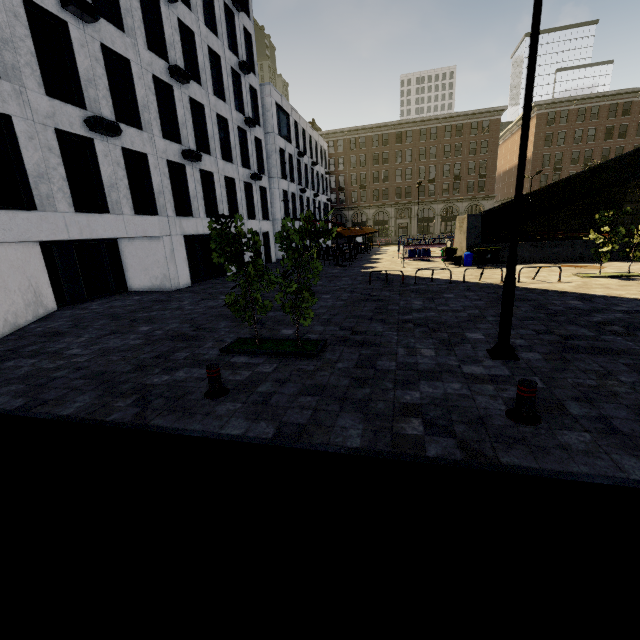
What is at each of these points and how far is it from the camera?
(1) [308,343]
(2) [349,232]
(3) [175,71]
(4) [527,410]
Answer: (1) tree, 8.02m
(2) umbrella, 23.28m
(3) air conditioner, 16.84m
(4) metal bar, 4.49m

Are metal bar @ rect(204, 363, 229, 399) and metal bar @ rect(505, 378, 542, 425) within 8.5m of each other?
yes

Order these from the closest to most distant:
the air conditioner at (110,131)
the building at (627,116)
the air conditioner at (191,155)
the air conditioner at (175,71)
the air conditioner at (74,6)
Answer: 1. the air conditioner at (74,6)
2. the air conditioner at (110,131)
3. the air conditioner at (175,71)
4. the air conditioner at (191,155)
5. the building at (627,116)

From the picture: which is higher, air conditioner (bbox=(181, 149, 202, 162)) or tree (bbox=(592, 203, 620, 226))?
air conditioner (bbox=(181, 149, 202, 162))

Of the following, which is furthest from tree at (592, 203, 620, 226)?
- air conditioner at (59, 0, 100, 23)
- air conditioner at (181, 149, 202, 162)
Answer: air conditioner at (181, 149, 202, 162)

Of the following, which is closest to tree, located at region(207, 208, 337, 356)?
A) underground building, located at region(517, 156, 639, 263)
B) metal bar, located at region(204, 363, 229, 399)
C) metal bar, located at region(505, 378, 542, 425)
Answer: underground building, located at region(517, 156, 639, 263)

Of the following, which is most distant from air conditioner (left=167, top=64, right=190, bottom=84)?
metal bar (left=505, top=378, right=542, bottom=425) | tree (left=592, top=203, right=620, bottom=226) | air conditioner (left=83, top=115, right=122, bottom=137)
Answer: metal bar (left=505, top=378, right=542, bottom=425)

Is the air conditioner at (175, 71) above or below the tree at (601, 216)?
above
